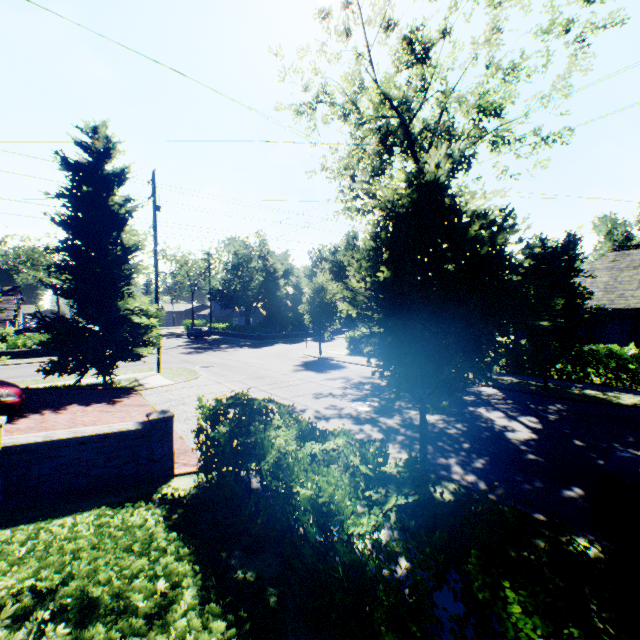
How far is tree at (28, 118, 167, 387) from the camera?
13.59m

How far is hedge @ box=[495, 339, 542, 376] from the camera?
15.6m

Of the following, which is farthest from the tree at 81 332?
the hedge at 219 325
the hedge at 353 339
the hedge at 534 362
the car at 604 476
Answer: the hedge at 534 362

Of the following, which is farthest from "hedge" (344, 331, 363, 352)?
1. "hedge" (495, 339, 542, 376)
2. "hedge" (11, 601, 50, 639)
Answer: "hedge" (11, 601, 50, 639)

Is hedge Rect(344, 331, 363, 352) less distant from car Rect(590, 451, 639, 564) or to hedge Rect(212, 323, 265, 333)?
hedge Rect(212, 323, 265, 333)

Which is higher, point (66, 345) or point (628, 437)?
point (66, 345)

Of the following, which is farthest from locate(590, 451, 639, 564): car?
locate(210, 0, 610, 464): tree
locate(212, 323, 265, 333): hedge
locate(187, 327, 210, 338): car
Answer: locate(187, 327, 210, 338): car

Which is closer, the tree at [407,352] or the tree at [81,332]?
the tree at [407,352]
